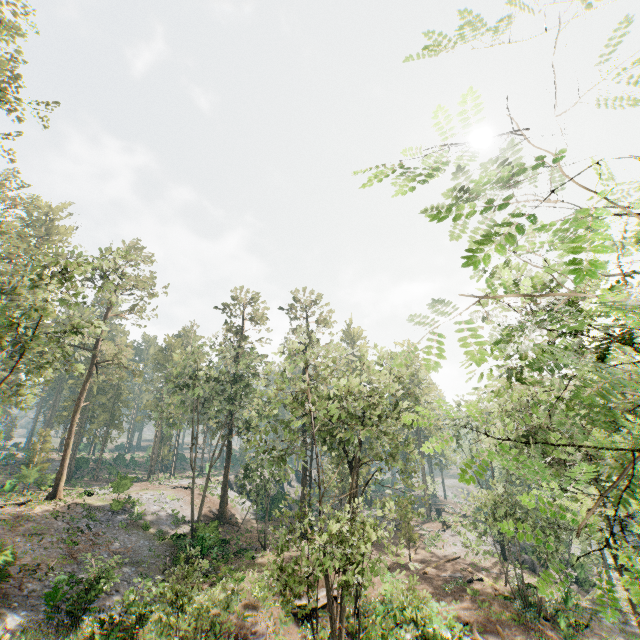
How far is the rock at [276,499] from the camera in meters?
44.2 m

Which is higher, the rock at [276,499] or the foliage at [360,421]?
the foliage at [360,421]

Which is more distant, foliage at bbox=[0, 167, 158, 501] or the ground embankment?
the ground embankment

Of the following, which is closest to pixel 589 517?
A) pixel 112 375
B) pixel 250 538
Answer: pixel 250 538

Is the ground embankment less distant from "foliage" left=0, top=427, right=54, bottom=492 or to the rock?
"foliage" left=0, top=427, right=54, bottom=492

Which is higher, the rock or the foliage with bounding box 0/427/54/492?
the foliage with bounding box 0/427/54/492
